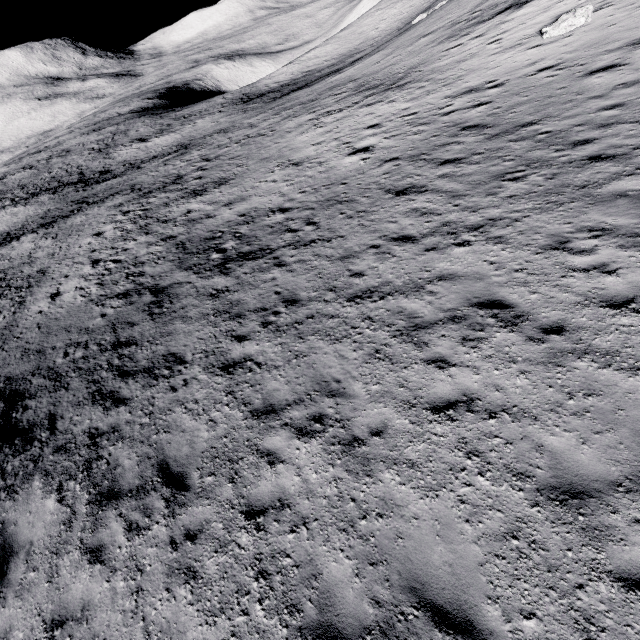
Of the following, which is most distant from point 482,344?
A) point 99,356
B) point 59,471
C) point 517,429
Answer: point 99,356
